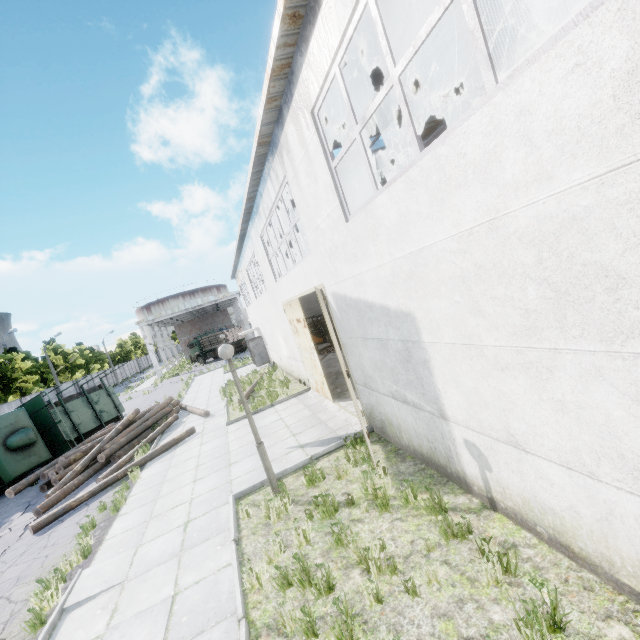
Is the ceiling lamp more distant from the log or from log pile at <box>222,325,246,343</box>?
log pile at <box>222,325,246,343</box>

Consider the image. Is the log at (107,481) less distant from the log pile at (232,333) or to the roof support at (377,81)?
the roof support at (377,81)

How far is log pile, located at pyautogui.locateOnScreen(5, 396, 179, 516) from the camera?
11.22m

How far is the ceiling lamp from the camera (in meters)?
7.90

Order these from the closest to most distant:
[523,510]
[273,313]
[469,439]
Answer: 1. [523,510]
2. [469,439]
3. [273,313]

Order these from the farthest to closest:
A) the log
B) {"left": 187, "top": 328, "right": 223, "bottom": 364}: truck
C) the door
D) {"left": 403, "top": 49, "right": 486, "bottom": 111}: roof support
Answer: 1. {"left": 187, "top": 328, "right": 223, "bottom": 364}: truck
2. the door
3. the log
4. {"left": 403, "top": 49, "right": 486, "bottom": 111}: roof support

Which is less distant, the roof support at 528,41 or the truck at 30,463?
the roof support at 528,41

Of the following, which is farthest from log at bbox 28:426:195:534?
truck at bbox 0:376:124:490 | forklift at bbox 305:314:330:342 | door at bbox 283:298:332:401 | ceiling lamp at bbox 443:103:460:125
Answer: ceiling lamp at bbox 443:103:460:125
